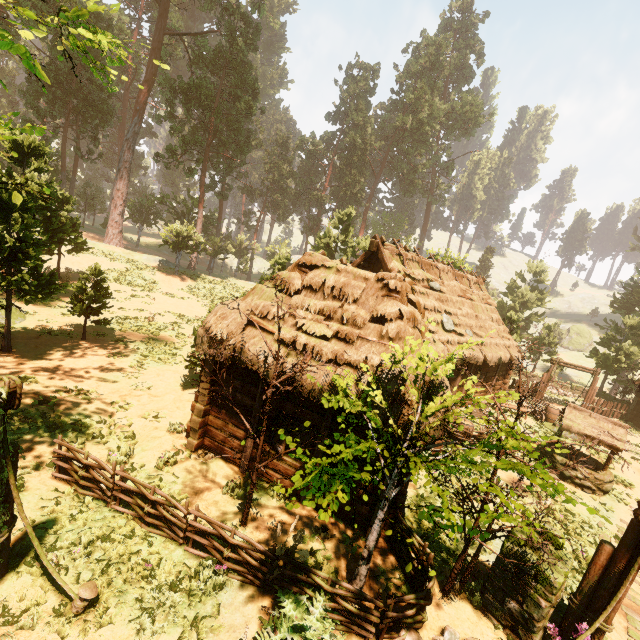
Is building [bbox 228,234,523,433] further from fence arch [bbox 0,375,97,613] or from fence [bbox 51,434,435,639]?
fence [bbox 51,434,435,639]

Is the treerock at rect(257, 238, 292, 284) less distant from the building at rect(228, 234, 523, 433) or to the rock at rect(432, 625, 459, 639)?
the building at rect(228, 234, 523, 433)

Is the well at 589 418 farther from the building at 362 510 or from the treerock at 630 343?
the building at 362 510

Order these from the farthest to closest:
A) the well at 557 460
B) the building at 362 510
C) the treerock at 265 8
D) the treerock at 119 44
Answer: the treerock at 265 8 → the well at 557 460 → the treerock at 119 44 → the building at 362 510

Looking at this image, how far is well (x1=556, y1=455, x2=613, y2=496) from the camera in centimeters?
1291cm

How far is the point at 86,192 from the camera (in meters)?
58.62

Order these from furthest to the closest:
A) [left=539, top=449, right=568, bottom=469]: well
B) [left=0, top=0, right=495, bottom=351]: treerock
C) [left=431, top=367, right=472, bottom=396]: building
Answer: [left=539, top=449, right=568, bottom=469]: well, [left=0, top=0, right=495, bottom=351]: treerock, [left=431, top=367, right=472, bottom=396]: building

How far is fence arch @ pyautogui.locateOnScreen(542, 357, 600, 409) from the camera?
24.31m
